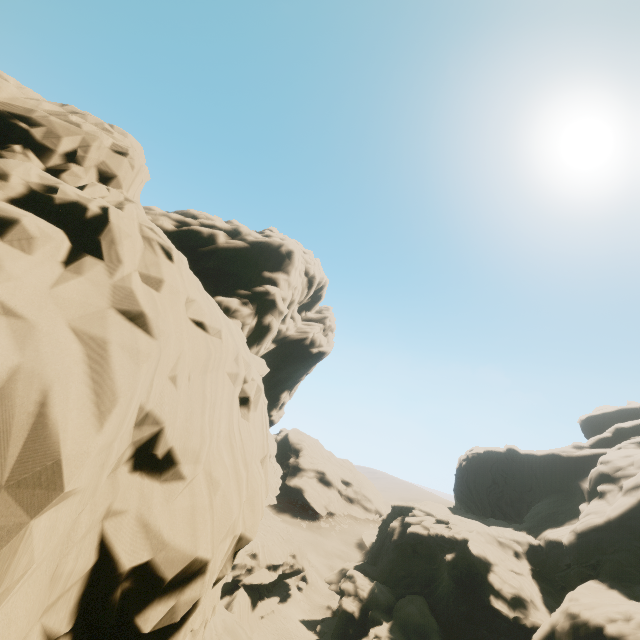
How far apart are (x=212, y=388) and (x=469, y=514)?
59.3 meters

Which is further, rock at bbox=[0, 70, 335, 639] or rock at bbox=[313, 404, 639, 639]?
rock at bbox=[313, 404, 639, 639]

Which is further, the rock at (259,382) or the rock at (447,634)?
the rock at (447,634)
